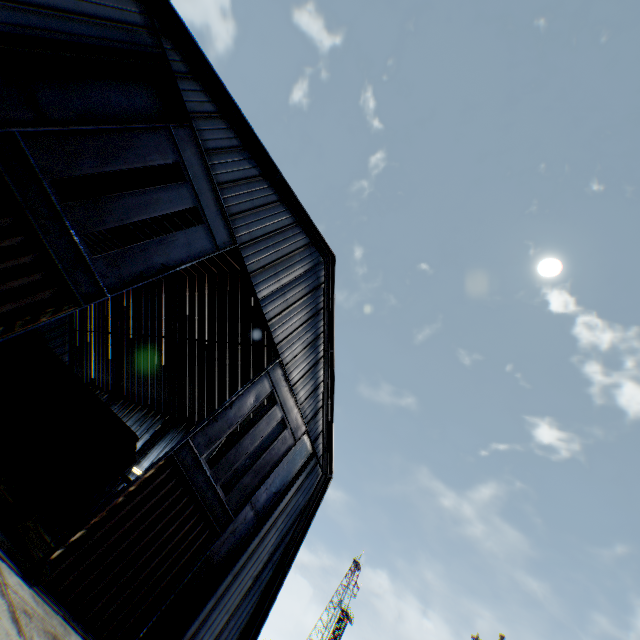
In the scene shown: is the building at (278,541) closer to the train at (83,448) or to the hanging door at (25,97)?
the hanging door at (25,97)

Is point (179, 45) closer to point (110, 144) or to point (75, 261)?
point (110, 144)

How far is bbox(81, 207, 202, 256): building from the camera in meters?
21.0

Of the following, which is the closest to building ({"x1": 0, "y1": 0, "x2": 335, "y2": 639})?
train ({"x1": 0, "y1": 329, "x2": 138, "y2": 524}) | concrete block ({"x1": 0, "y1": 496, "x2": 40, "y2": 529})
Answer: train ({"x1": 0, "y1": 329, "x2": 138, "y2": 524})

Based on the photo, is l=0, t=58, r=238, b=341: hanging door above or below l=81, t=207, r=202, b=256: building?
below

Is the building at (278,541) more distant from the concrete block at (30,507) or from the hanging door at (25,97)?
the concrete block at (30,507)

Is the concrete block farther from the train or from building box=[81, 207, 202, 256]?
building box=[81, 207, 202, 256]

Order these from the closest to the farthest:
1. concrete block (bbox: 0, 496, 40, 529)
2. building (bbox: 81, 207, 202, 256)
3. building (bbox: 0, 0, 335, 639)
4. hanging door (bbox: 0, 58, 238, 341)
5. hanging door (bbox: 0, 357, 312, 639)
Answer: hanging door (bbox: 0, 58, 238, 341), hanging door (bbox: 0, 357, 312, 639), building (bbox: 0, 0, 335, 639), concrete block (bbox: 0, 496, 40, 529), building (bbox: 81, 207, 202, 256)
